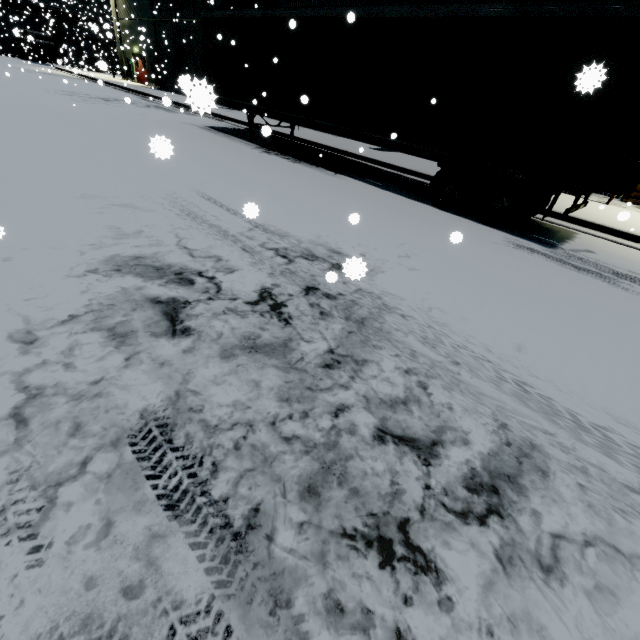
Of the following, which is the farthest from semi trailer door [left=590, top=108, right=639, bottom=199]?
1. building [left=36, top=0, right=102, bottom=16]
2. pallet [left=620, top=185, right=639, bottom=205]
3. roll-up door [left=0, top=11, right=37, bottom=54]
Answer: roll-up door [left=0, top=11, right=37, bottom=54]

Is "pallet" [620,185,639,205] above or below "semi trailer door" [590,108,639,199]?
below

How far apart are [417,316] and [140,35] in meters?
41.2

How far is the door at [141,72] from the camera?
30.7m

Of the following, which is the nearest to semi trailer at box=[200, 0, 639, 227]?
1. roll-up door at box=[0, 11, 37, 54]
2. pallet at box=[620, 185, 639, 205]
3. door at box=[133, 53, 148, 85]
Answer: roll-up door at box=[0, 11, 37, 54]

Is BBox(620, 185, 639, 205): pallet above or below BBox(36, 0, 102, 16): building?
below

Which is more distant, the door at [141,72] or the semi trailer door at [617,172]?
the door at [141,72]

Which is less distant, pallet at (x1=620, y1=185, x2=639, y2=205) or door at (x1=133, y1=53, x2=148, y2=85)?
pallet at (x1=620, y1=185, x2=639, y2=205)
